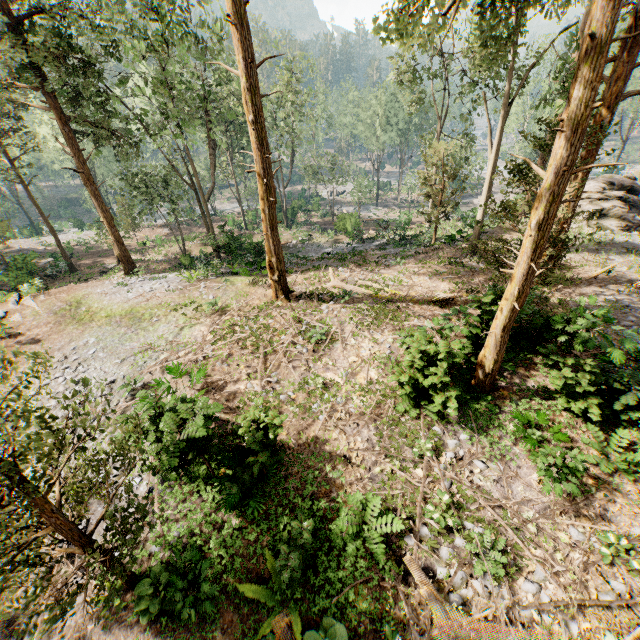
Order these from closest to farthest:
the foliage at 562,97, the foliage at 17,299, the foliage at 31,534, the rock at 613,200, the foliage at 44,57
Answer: the foliage at 31,534, the foliage at 562,97, the foliage at 44,57, the foliage at 17,299, the rock at 613,200

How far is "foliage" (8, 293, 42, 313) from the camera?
17.1 meters

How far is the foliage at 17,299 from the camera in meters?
17.1

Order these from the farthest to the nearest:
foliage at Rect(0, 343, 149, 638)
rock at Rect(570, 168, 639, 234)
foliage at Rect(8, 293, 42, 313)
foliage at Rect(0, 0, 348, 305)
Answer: rock at Rect(570, 168, 639, 234), foliage at Rect(8, 293, 42, 313), foliage at Rect(0, 0, 348, 305), foliage at Rect(0, 343, 149, 638)

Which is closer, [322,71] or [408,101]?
[408,101]

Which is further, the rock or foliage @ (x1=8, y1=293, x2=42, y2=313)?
the rock

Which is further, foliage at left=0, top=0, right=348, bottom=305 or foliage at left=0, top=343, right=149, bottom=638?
foliage at left=0, top=0, right=348, bottom=305
